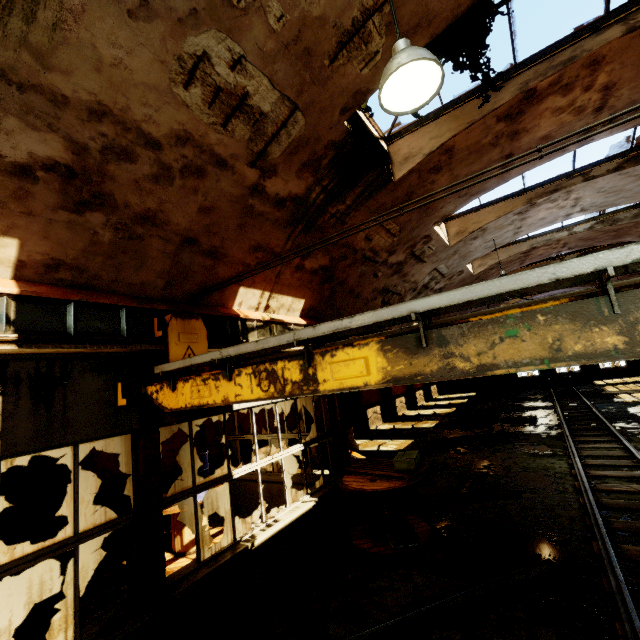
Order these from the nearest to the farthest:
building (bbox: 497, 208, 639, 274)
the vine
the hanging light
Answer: the hanging light, the vine, building (bbox: 497, 208, 639, 274)

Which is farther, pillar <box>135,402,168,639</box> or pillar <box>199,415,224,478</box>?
pillar <box>199,415,224,478</box>

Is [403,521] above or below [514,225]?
below

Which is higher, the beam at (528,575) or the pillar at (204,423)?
the pillar at (204,423)

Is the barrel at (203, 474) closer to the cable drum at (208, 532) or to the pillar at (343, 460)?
the cable drum at (208, 532)

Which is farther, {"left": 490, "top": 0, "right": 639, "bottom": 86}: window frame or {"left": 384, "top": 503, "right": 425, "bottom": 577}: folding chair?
{"left": 384, "top": 503, "right": 425, "bottom": 577}: folding chair

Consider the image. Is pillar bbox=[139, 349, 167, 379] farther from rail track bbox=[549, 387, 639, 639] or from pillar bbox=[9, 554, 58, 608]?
rail track bbox=[549, 387, 639, 639]

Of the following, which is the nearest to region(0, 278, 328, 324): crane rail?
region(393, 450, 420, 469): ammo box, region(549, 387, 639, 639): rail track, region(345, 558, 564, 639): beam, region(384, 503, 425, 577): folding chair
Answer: region(393, 450, 420, 469): ammo box
